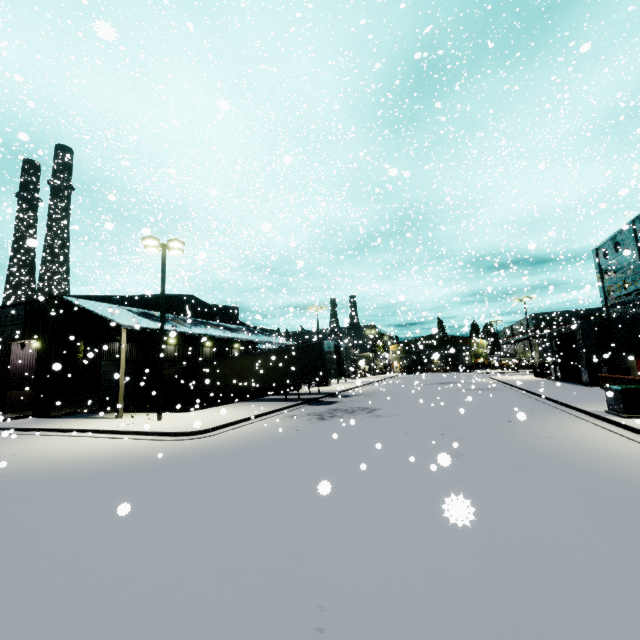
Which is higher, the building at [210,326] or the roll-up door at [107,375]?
the building at [210,326]

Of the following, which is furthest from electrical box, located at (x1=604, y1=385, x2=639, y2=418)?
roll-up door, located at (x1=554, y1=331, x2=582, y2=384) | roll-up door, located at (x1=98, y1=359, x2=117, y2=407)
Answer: roll-up door, located at (x1=554, y1=331, x2=582, y2=384)

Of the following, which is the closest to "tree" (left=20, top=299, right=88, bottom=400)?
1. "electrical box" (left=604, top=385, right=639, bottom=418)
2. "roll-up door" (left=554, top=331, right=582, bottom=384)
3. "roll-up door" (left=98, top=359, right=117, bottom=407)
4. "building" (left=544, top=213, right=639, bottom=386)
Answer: "building" (left=544, top=213, right=639, bottom=386)

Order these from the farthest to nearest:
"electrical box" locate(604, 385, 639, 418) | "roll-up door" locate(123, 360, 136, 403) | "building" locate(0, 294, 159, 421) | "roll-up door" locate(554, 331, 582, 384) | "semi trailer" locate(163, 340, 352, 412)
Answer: "roll-up door" locate(554, 331, 582, 384)
"roll-up door" locate(123, 360, 136, 403)
"semi trailer" locate(163, 340, 352, 412)
"building" locate(0, 294, 159, 421)
"electrical box" locate(604, 385, 639, 418)

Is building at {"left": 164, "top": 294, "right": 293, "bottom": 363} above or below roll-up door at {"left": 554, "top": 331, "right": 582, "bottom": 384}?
above

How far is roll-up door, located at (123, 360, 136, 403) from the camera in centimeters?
2545cm

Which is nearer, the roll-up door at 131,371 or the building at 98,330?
the building at 98,330

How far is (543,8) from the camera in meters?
18.3 m
